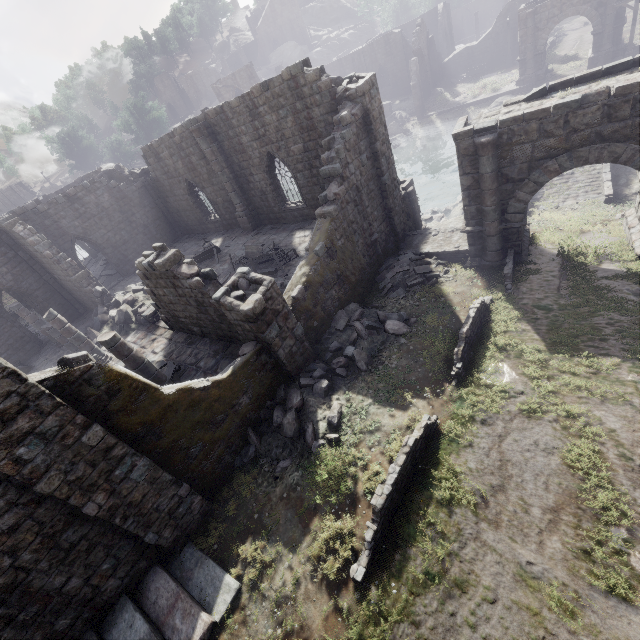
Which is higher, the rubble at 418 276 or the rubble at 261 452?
the rubble at 261 452

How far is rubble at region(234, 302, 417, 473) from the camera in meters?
9.4

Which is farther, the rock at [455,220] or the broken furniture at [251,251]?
the rock at [455,220]

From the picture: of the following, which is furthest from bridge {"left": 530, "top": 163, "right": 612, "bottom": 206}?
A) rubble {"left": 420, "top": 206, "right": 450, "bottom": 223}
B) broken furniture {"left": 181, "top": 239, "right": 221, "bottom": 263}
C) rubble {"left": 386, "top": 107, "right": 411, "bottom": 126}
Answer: broken furniture {"left": 181, "top": 239, "right": 221, "bottom": 263}

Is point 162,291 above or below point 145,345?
above

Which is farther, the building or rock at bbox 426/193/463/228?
rock at bbox 426/193/463/228

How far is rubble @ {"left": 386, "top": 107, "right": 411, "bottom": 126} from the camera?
39.4m

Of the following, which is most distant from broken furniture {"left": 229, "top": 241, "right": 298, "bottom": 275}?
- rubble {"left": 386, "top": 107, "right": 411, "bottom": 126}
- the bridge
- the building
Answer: rubble {"left": 386, "top": 107, "right": 411, "bottom": 126}
